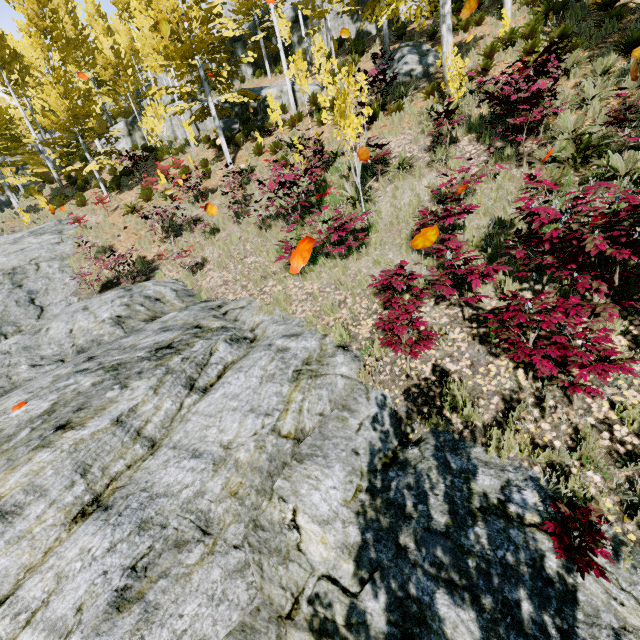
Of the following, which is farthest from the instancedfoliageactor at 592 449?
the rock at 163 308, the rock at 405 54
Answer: the rock at 405 54

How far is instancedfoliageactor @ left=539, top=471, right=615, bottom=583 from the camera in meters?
2.6

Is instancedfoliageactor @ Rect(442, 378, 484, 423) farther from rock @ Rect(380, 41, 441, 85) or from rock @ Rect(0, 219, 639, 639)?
rock @ Rect(380, 41, 441, 85)

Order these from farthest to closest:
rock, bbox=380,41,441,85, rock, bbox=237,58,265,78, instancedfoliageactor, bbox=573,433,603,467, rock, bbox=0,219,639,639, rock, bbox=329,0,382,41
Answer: rock, bbox=237,58,265,78 → rock, bbox=329,0,382,41 → rock, bbox=380,41,441,85 → instancedfoliageactor, bbox=573,433,603,467 → rock, bbox=0,219,639,639

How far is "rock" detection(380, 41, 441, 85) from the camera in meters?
12.9 m

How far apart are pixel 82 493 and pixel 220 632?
1.9m

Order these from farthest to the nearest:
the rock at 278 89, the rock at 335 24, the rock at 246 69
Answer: the rock at 246 69 → the rock at 335 24 → the rock at 278 89

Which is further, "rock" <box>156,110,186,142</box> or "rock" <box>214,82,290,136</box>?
"rock" <box>156,110,186,142</box>
